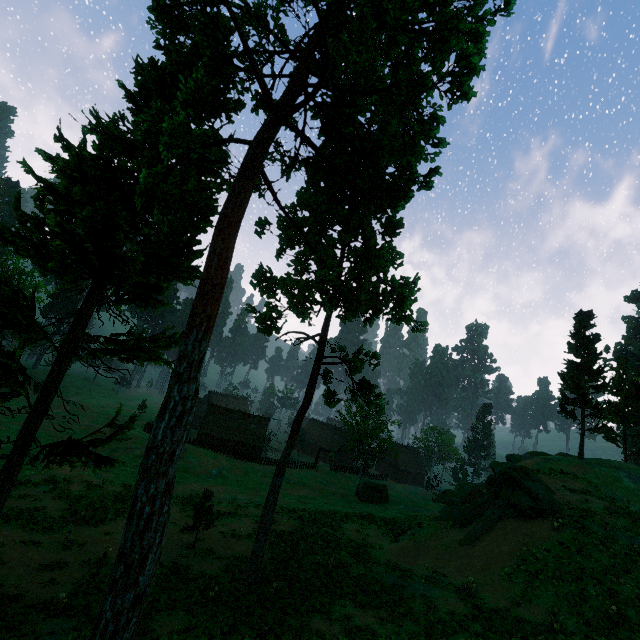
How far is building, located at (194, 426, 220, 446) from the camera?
59.41m

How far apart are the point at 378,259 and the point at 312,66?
11.41m

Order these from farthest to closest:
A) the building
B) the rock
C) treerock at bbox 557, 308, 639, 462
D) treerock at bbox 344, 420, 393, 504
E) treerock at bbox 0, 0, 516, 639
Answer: the building → treerock at bbox 344, 420, 393, 504 → treerock at bbox 557, 308, 639, 462 → the rock → treerock at bbox 0, 0, 516, 639

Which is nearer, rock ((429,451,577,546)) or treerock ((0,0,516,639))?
treerock ((0,0,516,639))

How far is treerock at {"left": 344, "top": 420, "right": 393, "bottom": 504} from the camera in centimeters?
4078cm

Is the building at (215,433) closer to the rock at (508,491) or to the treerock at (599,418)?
the treerock at (599,418)

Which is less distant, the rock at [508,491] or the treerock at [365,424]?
the rock at [508,491]

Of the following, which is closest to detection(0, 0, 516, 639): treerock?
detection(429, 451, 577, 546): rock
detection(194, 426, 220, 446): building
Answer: detection(194, 426, 220, 446): building
